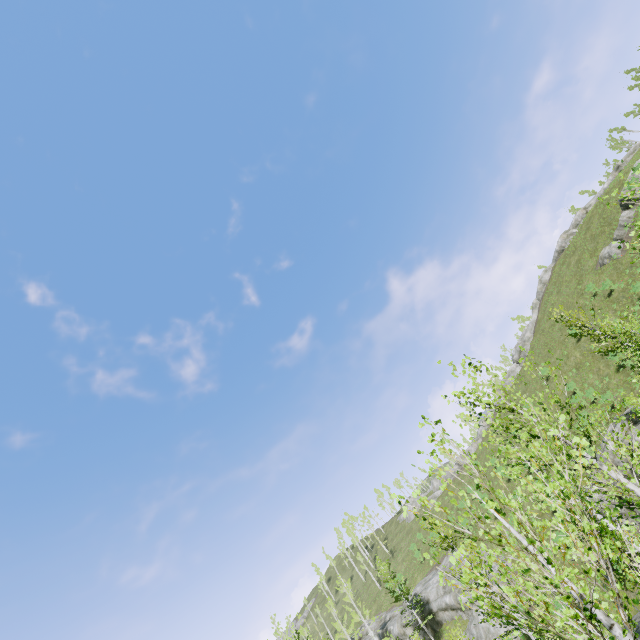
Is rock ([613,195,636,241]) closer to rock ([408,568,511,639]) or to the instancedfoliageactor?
the instancedfoliageactor

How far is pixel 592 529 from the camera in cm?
222

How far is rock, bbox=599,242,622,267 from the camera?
35.22m

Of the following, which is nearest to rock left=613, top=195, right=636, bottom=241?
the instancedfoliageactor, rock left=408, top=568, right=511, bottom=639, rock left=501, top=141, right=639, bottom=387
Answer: rock left=501, top=141, right=639, bottom=387

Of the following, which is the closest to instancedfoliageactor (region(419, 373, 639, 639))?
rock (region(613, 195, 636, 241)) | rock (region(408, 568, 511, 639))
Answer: rock (region(408, 568, 511, 639))

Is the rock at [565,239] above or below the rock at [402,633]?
above

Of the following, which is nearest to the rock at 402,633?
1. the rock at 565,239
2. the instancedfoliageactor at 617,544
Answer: the instancedfoliageactor at 617,544
